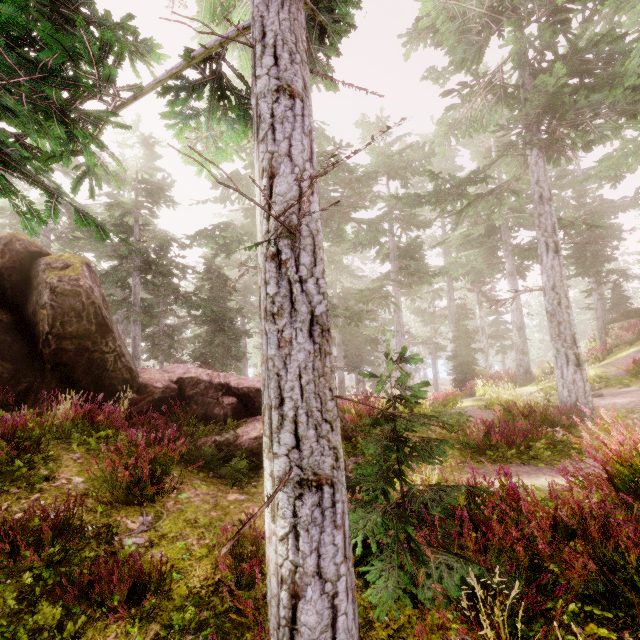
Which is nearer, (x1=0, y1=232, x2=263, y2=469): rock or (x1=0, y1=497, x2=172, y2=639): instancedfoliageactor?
(x1=0, y1=497, x2=172, y2=639): instancedfoliageactor

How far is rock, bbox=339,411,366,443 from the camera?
9.2m

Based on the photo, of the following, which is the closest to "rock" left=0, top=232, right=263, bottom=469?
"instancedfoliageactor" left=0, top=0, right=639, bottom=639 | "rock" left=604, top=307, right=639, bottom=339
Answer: A: "instancedfoliageactor" left=0, top=0, right=639, bottom=639

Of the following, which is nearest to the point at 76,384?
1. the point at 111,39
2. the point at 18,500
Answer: the point at 18,500

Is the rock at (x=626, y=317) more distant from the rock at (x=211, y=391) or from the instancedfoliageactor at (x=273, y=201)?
the rock at (x=211, y=391)

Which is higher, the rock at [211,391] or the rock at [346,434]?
the rock at [211,391]

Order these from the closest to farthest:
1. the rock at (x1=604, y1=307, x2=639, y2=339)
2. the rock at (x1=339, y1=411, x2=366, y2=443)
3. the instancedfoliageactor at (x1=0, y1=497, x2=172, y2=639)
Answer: the instancedfoliageactor at (x1=0, y1=497, x2=172, y2=639)
the rock at (x1=339, y1=411, x2=366, y2=443)
the rock at (x1=604, y1=307, x2=639, y2=339)
